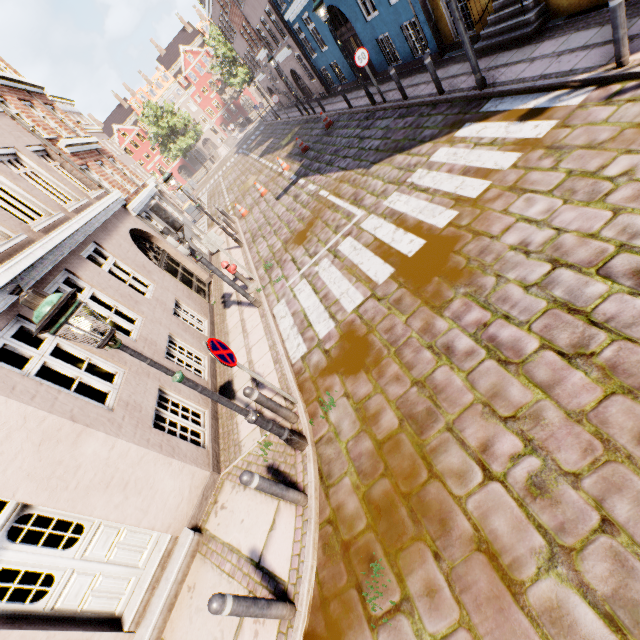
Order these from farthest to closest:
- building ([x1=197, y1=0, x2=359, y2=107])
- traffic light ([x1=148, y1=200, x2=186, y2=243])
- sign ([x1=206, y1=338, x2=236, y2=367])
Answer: building ([x1=197, y1=0, x2=359, y2=107])
traffic light ([x1=148, y1=200, x2=186, y2=243])
sign ([x1=206, y1=338, x2=236, y2=367])

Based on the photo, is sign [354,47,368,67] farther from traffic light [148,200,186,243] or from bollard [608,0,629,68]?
traffic light [148,200,186,243]

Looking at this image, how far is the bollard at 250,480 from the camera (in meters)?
3.72

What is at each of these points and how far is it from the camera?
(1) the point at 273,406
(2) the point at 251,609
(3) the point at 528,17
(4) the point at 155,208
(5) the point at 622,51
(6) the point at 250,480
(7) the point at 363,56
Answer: (1) bollard, 5.0m
(2) bollard, 3.2m
(3) building, 7.7m
(4) traffic light, 7.0m
(5) bollard, 5.0m
(6) bollard, 3.7m
(7) sign, 11.2m

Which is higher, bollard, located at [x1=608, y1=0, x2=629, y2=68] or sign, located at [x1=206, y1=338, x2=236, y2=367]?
sign, located at [x1=206, y1=338, x2=236, y2=367]

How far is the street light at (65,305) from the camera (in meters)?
2.80

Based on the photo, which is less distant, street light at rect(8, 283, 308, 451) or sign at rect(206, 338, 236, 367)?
street light at rect(8, 283, 308, 451)

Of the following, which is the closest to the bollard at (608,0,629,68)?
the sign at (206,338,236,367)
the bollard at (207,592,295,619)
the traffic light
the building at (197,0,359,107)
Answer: the building at (197,0,359,107)
